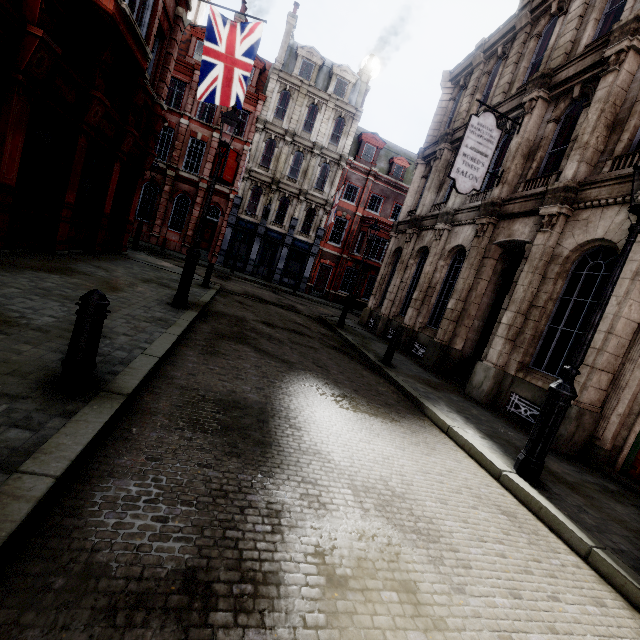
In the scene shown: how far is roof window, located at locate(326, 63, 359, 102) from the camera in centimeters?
2756cm

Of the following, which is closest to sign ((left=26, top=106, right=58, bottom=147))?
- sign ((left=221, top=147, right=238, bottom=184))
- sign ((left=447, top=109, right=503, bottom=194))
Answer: sign ((left=447, top=109, right=503, bottom=194))

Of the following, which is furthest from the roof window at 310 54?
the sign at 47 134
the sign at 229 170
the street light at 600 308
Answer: the street light at 600 308

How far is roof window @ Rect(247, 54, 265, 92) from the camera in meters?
26.1

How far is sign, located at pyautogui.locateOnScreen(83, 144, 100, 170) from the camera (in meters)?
9.84

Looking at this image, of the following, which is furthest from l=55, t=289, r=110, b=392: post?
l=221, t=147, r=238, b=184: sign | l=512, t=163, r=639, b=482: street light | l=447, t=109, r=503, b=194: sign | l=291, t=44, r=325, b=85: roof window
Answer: l=291, t=44, r=325, b=85: roof window

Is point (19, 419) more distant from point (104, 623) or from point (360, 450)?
point (360, 450)

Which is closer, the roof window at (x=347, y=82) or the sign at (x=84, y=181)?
the sign at (x=84, y=181)
